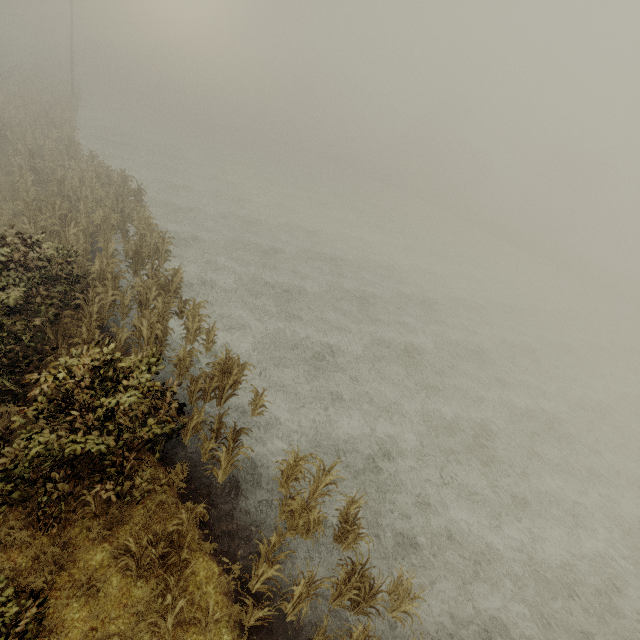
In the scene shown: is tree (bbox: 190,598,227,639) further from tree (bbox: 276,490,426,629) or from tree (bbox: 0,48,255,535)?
tree (bbox: 0,48,255,535)

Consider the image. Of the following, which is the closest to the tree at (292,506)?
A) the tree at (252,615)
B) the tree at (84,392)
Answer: the tree at (252,615)

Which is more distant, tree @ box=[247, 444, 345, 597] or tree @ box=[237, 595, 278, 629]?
tree @ box=[247, 444, 345, 597]

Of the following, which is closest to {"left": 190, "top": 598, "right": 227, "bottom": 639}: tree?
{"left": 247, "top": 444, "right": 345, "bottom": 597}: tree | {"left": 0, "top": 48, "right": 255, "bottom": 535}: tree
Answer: {"left": 247, "top": 444, "right": 345, "bottom": 597}: tree

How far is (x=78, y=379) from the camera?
5.7m

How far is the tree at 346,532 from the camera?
6.1 meters

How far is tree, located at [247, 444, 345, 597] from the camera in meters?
6.3 m
